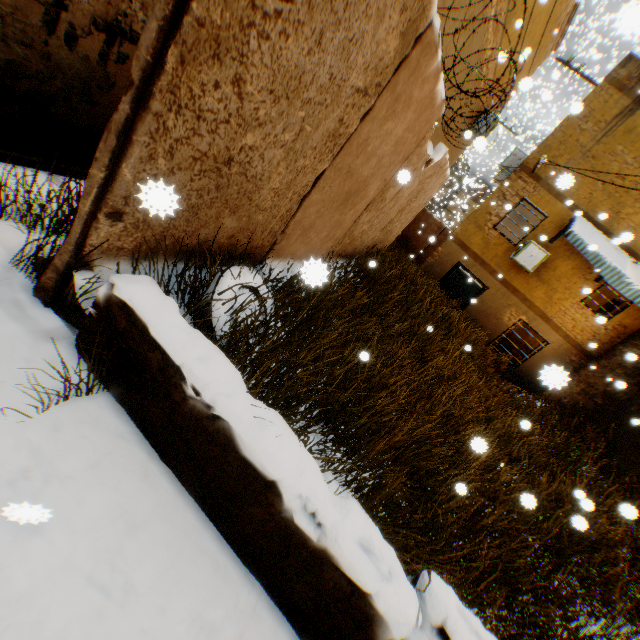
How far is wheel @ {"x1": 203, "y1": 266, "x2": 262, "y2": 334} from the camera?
2.8m

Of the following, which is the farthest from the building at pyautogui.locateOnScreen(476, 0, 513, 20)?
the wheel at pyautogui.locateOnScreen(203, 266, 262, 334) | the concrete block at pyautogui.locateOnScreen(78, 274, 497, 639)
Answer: the wheel at pyautogui.locateOnScreen(203, 266, 262, 334)

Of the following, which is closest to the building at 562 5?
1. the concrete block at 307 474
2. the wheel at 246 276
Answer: the concrete block at 307 474

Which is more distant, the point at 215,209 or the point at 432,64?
the point at 432,64

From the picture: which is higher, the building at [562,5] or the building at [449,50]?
the building at [562,5]

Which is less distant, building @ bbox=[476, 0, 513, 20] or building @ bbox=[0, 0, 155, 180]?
building @ bbox=[0, 0, 155, 180]

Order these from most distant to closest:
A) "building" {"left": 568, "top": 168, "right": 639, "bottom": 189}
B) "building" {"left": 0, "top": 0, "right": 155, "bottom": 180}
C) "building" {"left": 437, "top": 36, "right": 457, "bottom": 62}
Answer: "building" {"left": 568, "top": 168, "right": 639, "bottom": 189}, "building" {"left": 437, "top": 36, "right": 457, "bottom": 62}, "building" {"left": 0, "top": 0, "right": 155, "bottom": 180}
